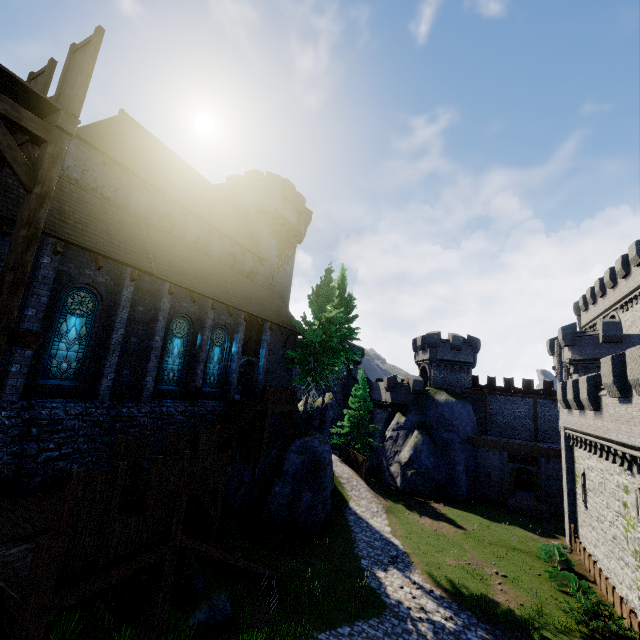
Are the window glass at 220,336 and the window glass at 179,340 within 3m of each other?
yes

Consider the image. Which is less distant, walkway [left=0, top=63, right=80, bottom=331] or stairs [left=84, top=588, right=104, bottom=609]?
walkway [left=0, top=63, right=80, bottom=331]

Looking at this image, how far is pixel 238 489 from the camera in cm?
1909

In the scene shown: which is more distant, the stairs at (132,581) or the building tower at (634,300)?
the building tower at (634,300)

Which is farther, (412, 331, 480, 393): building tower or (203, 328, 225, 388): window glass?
(412, 331, 480, 393): building tower

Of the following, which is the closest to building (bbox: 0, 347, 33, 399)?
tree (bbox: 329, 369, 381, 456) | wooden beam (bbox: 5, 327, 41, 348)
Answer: Result: wooden beam (bbox: 5, 327, 41, 348)

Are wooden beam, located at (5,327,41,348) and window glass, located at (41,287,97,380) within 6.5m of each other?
no

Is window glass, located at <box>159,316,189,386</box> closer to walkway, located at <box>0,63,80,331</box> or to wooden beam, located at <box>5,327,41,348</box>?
walkway, located at <box>0,63,80,331</box>
